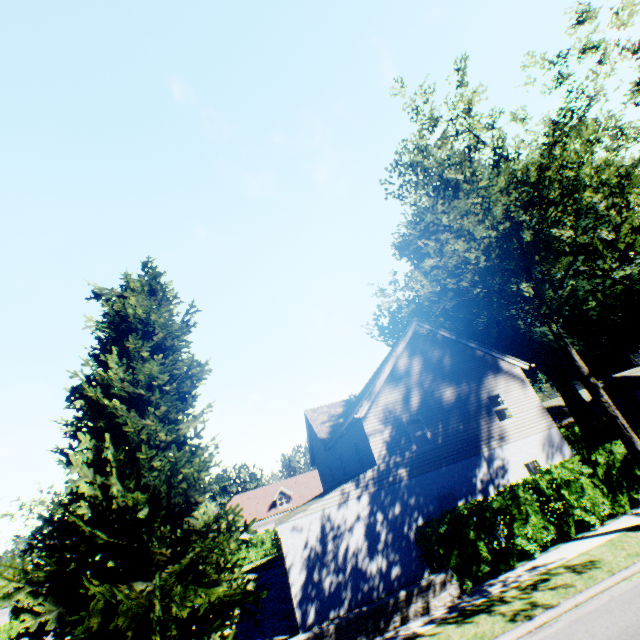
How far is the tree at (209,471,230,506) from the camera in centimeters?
5812cm

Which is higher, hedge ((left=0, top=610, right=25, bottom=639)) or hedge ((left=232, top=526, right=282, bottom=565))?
hedge ((left=0, top=610, right=25, bottom=639))

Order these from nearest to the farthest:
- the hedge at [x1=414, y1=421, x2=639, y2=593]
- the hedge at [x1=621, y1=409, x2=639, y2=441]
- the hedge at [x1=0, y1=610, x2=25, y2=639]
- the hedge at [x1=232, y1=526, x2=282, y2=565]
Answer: the hedge at [x1=414, y1=421, x2=639, y2=593]
the hedge at [x1=621, y1=409, x2=639, y2=441]
the hedge at [x1=232, y1=526, x2=282, y2=565]
the hedge at [x1=0, y1=610, x2=25, y2=639]

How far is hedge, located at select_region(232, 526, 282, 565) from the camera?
33.9m

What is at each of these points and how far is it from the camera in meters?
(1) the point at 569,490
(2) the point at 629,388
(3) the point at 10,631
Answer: (1) hedge, 12.4 m
(2) house, 36.1 m
(3) hedge, 35.6 m

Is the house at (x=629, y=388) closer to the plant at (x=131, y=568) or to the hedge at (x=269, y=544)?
the plant at (x=131, y=568)

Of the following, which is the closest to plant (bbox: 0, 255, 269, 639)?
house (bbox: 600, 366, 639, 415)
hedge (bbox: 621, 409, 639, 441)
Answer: house (bbox: 600, 366, 639, 415)

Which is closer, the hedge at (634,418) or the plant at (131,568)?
the plant at (131,568)
